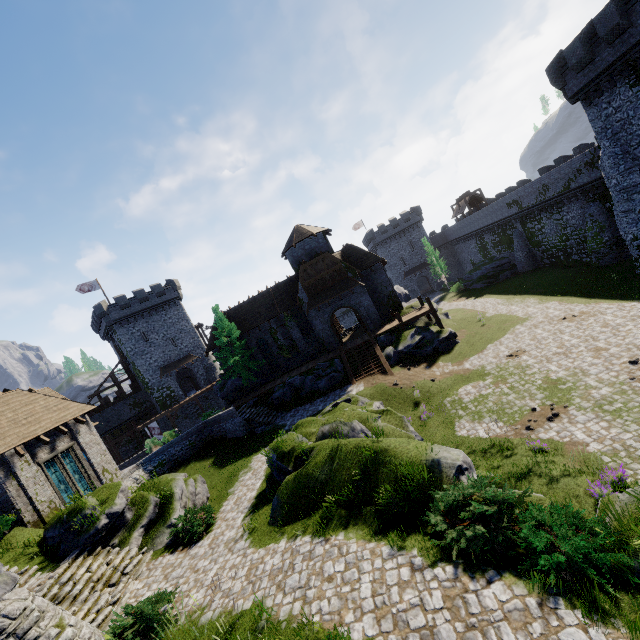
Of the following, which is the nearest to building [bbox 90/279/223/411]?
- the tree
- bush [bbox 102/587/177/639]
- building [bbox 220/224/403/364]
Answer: building [bbox 220/224/403/364]

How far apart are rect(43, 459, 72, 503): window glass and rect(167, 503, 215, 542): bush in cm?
826

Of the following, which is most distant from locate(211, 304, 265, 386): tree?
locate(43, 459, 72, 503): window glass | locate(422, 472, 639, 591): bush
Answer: locate(422, 472, 639, 591): bush

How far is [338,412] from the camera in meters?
19.3 m

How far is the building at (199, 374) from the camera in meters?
48.6

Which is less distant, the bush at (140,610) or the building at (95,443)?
the bush at (140,610)

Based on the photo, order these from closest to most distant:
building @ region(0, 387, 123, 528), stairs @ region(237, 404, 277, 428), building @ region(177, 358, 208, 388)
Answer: building @ region(0, 387, 123, 528) → stairs @ region(237, 404, 277, 428) → building @ region(177, 358, 208, 388)

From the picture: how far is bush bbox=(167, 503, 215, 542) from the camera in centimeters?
1382cm
